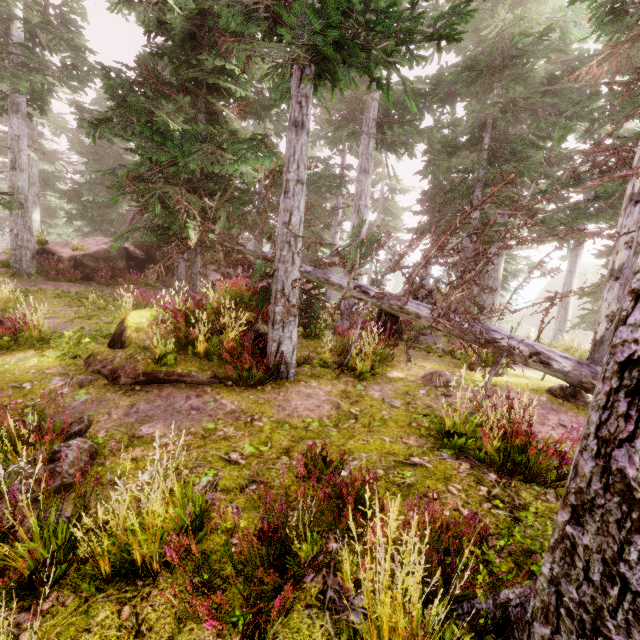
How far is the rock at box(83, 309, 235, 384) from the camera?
6.0 meters

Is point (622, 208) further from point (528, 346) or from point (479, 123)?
point (479, 123)

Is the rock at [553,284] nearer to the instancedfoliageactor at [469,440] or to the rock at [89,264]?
the instancedfoliageactor at [469,440]

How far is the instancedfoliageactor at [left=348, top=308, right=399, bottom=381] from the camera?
7.0m

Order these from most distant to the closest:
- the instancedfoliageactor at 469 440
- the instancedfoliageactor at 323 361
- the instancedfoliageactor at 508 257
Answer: the instancedfoliageactor at 508 257
the instancedfoliageactor at 323 361
the instancedfoliageactor at 469 440

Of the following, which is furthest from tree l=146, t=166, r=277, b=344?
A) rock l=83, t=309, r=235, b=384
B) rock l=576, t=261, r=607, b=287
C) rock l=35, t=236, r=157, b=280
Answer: rock l=576, t=261, r=607, b=287

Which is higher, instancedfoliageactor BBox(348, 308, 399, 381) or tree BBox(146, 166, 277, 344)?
tree BBox(146, 166, 277, 344)
